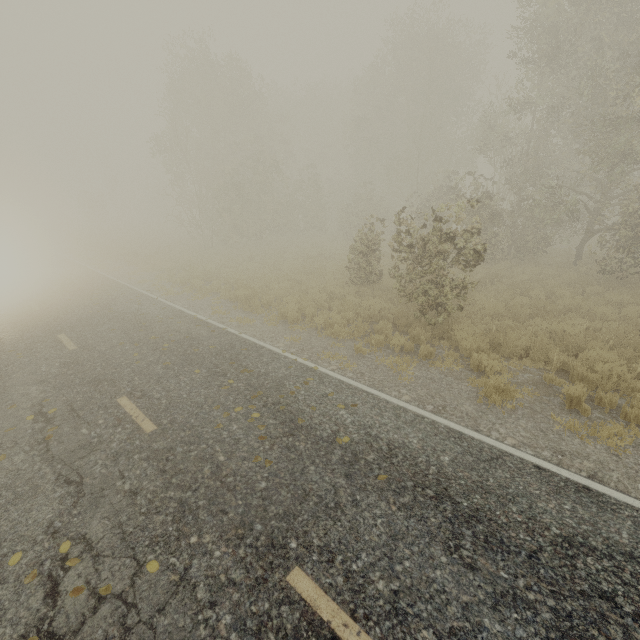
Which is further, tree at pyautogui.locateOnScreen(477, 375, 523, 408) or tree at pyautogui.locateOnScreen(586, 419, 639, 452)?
tree at pyautogui.locateOnScreen(477, 375, 523, 408)

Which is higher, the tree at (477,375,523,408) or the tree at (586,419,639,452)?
the tree at (477,375,523,408)

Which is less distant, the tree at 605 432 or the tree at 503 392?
the tree at 605 432

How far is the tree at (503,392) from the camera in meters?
6.5 m

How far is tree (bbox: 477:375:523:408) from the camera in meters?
6.5

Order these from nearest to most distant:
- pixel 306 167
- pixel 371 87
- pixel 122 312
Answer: pixel 122 312 < pixel 306 167 < pixel 371 87
